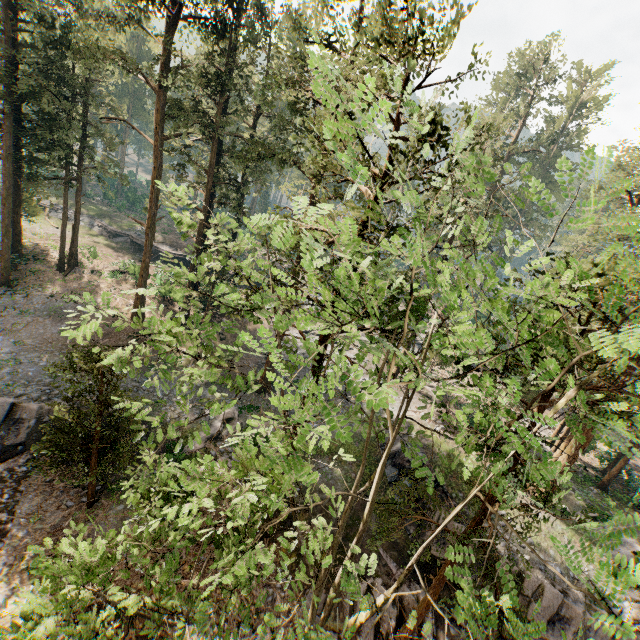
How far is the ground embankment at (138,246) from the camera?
43.09m

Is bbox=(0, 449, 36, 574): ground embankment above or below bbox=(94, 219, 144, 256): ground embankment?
below

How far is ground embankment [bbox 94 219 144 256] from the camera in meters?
43.1 m

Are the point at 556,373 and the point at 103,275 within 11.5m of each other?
no

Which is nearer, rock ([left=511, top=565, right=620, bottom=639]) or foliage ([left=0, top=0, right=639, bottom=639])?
foliage ([left=0, top=0, right=639, bottom=639])

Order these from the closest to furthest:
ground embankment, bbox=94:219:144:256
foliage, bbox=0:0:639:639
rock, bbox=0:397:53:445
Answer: foliage, bbox=0:0:639:639 < rock, bbox=0:397:53:445 < ground embankment, bbox=94:219:144:256

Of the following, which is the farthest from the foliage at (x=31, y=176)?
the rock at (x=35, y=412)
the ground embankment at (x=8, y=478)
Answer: the rock at (x=35, y=412)

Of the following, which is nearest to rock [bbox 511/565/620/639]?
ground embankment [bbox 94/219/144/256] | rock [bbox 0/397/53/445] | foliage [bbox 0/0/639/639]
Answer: foliage [bbox 0/0/639/639]
